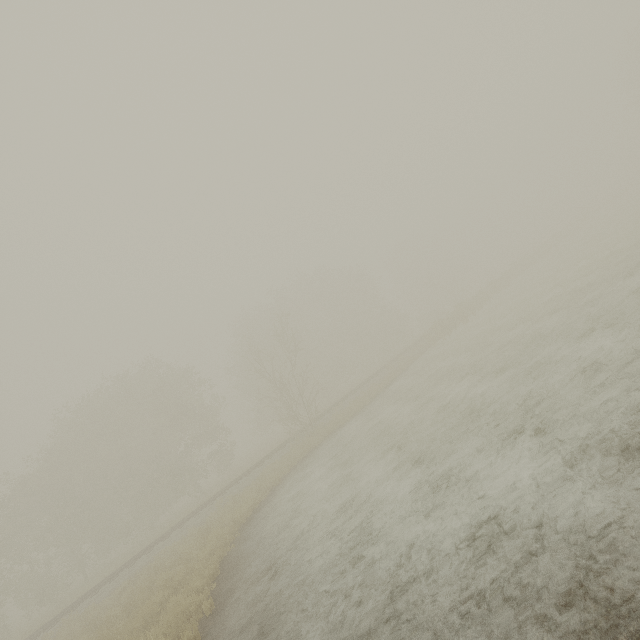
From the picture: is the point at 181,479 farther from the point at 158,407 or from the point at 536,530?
the point at 536,530
